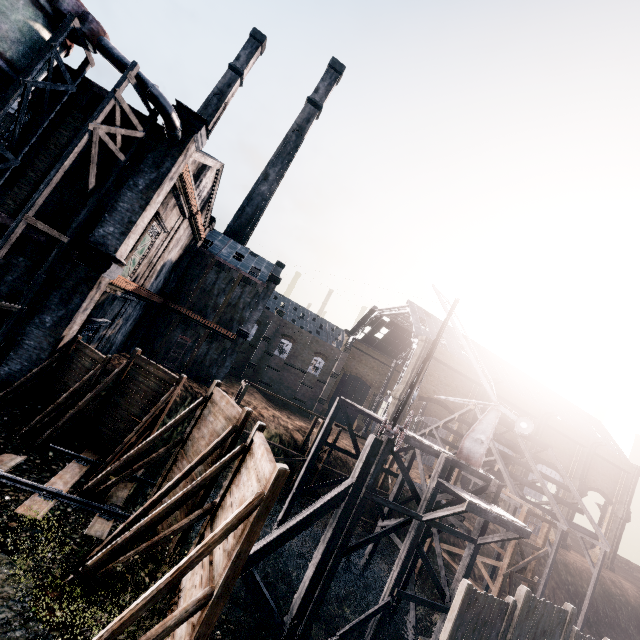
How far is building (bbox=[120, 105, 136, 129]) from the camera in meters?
16.1

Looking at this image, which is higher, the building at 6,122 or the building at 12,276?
the building at 6,122

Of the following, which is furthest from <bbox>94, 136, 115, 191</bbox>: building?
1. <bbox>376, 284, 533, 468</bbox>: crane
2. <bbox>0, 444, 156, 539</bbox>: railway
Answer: <bbox>376, 284, 533, 468</bbox>: crane

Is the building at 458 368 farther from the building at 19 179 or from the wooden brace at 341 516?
the building at 19 179

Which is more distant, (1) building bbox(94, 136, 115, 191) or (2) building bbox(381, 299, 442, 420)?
(2) building bbox(381, 299, 442, 420)

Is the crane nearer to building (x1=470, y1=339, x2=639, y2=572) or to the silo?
the silo

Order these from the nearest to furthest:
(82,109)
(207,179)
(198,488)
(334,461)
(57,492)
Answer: (198,488), (57,492), (82,109), (207,179), (334,461)

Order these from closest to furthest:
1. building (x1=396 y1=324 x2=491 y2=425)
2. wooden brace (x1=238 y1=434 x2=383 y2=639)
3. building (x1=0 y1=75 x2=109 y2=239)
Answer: building (x1=0 y1=75 x2=109 y2=239)
wooden brace (x1=238 y1=434 x2=383 y2=639)
building (x1=396 y1=324 x2=491 y2=425)
